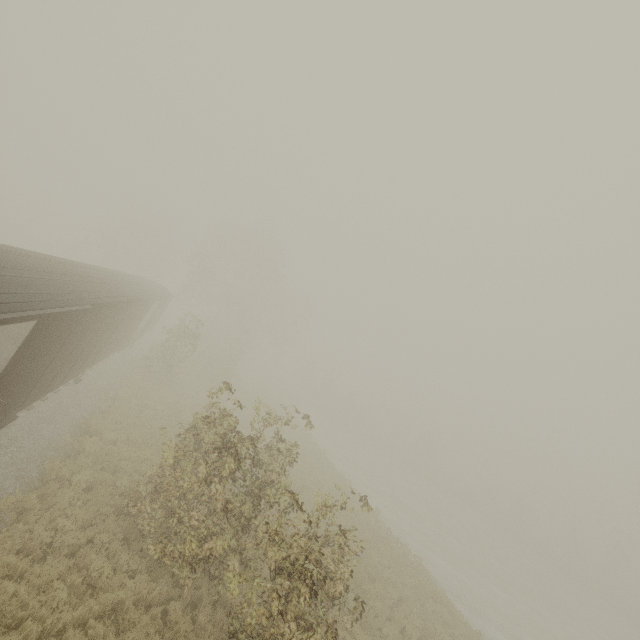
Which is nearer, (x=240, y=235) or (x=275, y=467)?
(x=275, y=467)
